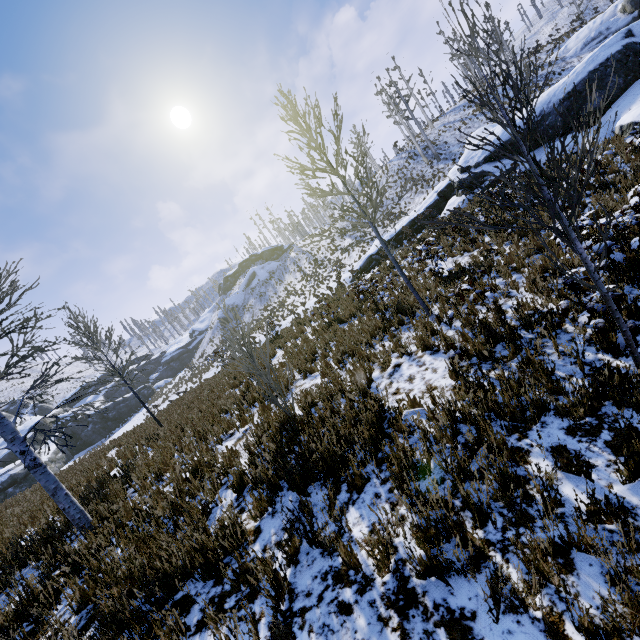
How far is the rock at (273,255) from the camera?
53.7m

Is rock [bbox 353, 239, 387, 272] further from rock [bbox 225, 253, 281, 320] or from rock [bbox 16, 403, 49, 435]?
rock [bbox 16, 403, 49, 435]

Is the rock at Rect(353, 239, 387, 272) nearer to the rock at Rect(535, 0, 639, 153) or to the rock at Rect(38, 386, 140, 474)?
the rock at Rect(535, 0, 639, 153)

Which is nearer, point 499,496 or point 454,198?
point 499,496

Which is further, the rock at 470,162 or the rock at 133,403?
the rock at 133,403

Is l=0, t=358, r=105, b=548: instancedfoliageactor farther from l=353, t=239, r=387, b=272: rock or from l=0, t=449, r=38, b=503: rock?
l=353, t=239, r=387, b=272: rock

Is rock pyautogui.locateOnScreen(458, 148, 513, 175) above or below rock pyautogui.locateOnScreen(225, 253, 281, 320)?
below

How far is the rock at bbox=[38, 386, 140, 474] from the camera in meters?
37.8 m
